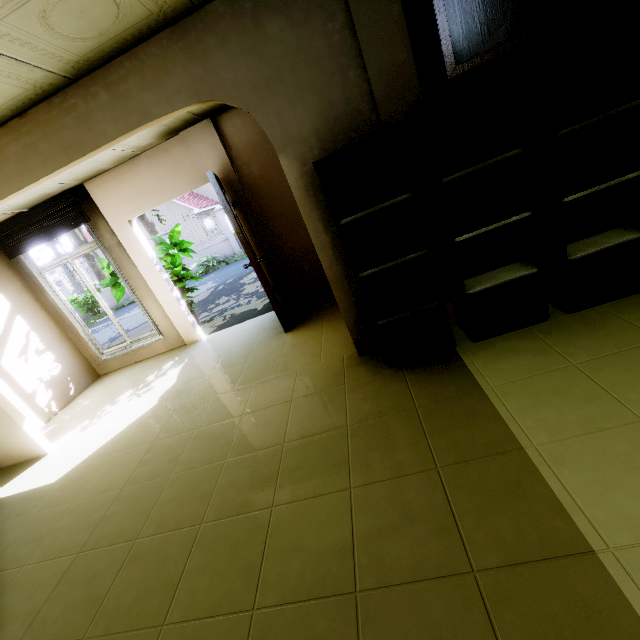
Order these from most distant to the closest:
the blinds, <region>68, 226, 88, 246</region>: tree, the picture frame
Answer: <region>68, 226, 88, 246</region>: tree < the blinds < the picture frame

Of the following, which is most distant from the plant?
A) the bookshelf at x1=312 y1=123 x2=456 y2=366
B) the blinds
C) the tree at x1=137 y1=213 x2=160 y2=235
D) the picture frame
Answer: the tree at x1=137 y1=213 x2=160 y2=235

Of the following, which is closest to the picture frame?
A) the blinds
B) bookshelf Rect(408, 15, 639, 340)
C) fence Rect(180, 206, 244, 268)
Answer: bookshelf Rect(408, 15, 639, 340)

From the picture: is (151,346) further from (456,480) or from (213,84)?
(456,480)

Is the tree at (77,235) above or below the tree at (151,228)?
above

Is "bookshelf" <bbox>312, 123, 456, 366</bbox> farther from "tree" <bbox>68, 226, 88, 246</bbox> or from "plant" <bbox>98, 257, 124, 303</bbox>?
"tree" <bbox>68, 226, 88, 246</bbox>

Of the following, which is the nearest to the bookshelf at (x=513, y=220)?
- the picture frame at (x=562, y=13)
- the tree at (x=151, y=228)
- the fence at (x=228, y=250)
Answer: the picture frame at (x=562, y=13)

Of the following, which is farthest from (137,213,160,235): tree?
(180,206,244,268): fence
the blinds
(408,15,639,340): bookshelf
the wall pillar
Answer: (408,15,639,340): bookshelf
